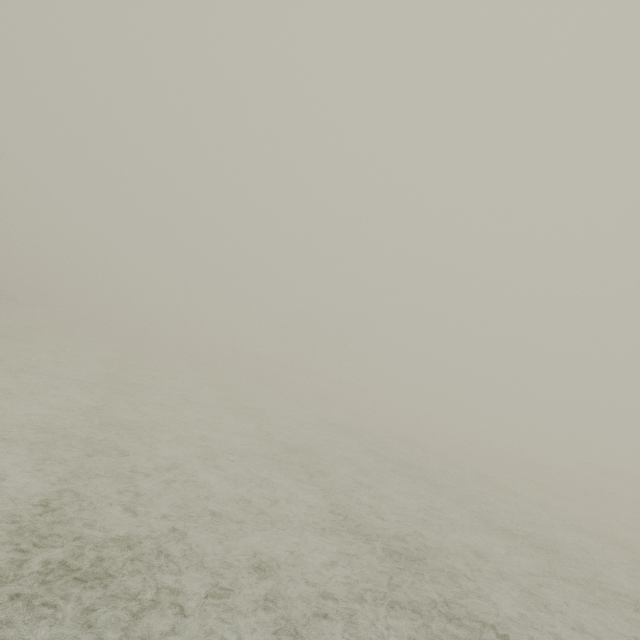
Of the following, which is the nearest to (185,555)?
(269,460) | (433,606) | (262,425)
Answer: (433,606)
